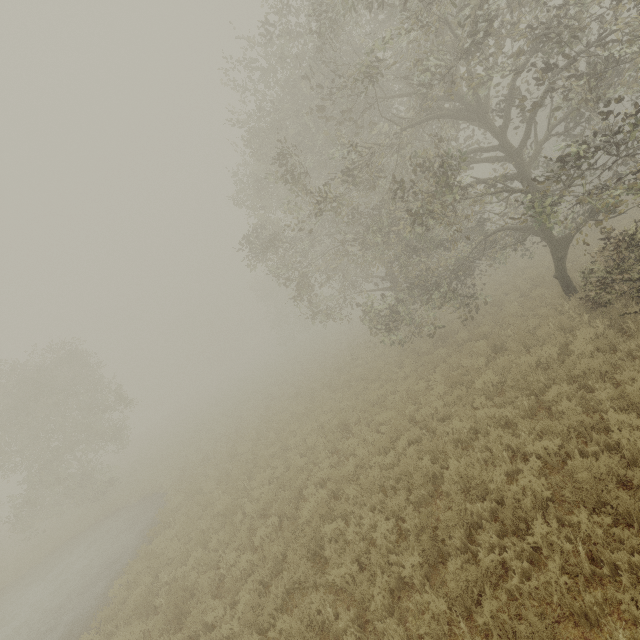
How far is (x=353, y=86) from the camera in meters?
14.0 m
